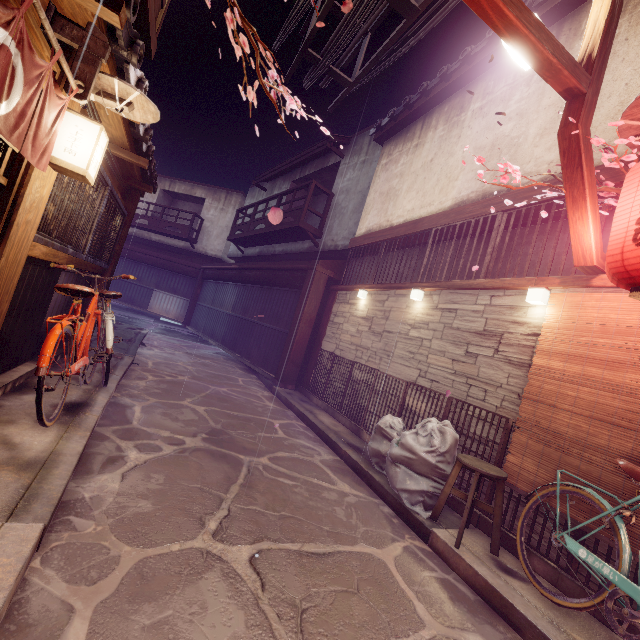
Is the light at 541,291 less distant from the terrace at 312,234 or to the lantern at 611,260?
the lantern at 611,260

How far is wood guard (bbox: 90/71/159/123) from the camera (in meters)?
4.55

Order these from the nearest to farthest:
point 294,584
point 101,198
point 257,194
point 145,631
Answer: point 145,631, point 294,584, point 101,198, point 257,194

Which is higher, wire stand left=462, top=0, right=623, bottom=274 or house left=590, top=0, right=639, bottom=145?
house left=590, top=0, right=639, bottom=145

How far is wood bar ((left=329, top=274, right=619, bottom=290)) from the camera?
6.1m

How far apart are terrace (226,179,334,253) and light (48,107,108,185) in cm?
1416

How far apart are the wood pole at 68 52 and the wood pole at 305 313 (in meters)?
11.05

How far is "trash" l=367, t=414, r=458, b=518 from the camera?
6.57m
